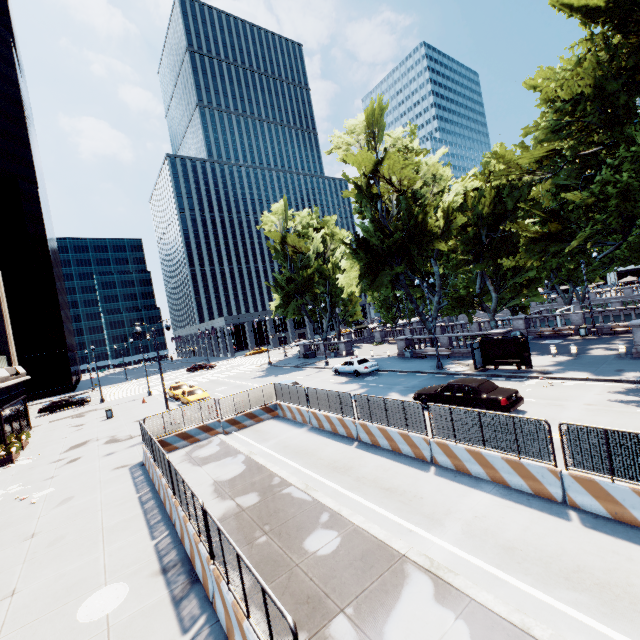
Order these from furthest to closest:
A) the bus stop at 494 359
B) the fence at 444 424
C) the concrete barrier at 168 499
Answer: the bus stop at 494 359 → the fence at 444 424 → the concrete barrier at 168 499

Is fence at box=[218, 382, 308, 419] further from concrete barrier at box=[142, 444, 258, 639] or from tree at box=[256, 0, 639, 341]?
tree at box=[256, 0, 639, 341]

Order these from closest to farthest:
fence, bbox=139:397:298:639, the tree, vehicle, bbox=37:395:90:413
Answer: fence, bbox=139:397:298:639 < the tree < vehicle, bbox=37:395:90:413

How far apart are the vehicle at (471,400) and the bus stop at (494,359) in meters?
5.4

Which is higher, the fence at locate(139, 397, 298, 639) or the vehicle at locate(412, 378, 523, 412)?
the fence at locate(139, 397, 298, 639)

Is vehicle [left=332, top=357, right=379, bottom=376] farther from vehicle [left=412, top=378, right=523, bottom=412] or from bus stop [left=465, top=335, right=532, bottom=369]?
vehicle [left=412, top=378, right=523, bottom=412]

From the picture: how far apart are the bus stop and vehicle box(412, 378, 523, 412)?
5.4 meters

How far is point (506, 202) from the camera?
31.8 meters
